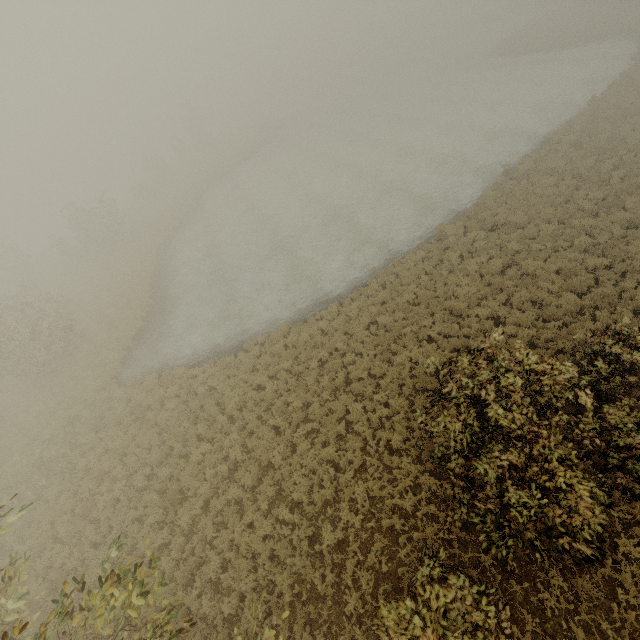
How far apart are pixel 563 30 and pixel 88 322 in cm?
6068
